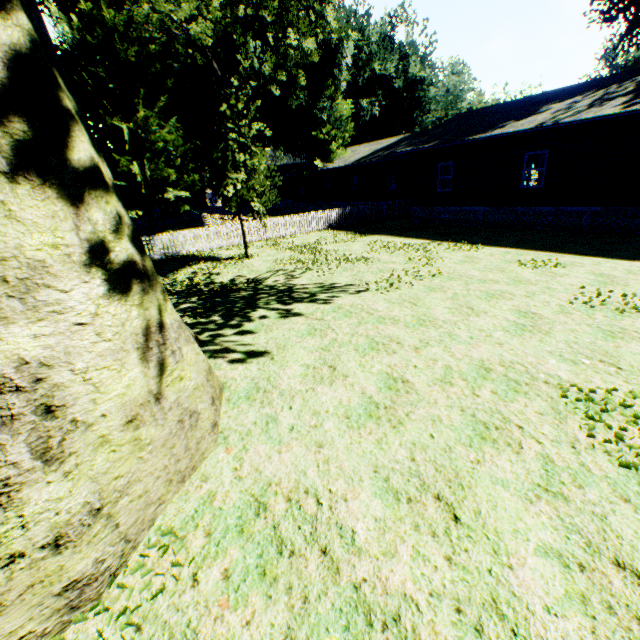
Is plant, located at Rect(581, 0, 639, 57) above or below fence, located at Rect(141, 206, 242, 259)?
above

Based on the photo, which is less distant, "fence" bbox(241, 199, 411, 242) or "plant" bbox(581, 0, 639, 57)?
"fence" bbox(241, 199, 411, 242)

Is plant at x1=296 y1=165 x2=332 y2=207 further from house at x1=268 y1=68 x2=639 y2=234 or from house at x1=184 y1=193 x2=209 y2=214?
house at x1=184 y1=193 x2=209 y2=214

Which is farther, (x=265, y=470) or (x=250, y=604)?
(x=265, y=470)

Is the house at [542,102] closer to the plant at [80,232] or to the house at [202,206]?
the plant at [80,232]

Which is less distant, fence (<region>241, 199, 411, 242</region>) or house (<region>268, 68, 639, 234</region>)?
house (<region>268, 68, 639, 234</region>)
